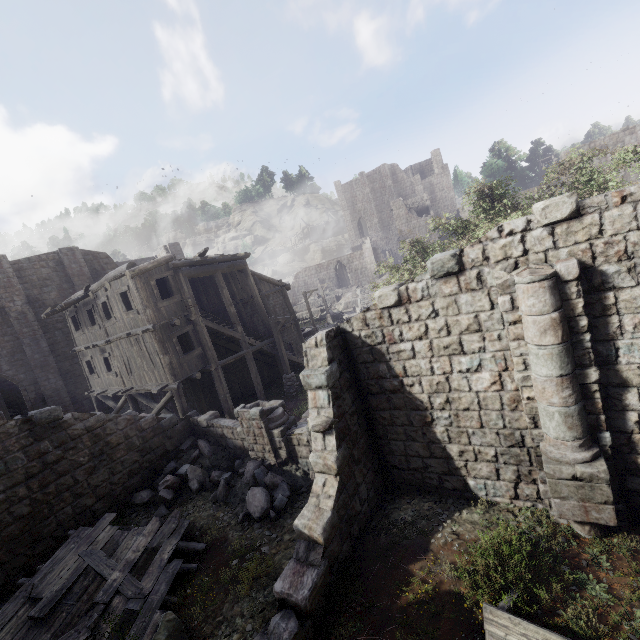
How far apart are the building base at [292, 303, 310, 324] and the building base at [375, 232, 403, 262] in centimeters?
1829cm

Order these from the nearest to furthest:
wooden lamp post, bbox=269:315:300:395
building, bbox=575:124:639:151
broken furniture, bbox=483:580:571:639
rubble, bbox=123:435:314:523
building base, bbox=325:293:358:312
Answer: broken furniture, bbox=483:580:571:639 → rubble, bbox=123:435:314:523 → wooden lamp post, bbox=269:315:300:395 → building, bbox=575:124:639:151 → building base, bbox=325:293:358:312

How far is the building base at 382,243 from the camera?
59.0m

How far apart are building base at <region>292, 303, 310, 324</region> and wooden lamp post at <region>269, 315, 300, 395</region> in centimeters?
2574cm

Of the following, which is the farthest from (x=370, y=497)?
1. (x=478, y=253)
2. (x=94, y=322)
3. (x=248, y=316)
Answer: (x=94, y=322)

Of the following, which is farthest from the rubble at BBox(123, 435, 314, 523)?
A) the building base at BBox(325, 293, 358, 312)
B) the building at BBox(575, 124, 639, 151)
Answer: the building base at BBox(325, 293, 358, 312)

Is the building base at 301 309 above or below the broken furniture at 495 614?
above

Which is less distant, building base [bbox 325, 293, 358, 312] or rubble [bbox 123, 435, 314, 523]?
rubble [bbox 123, 435, 314, 523]
